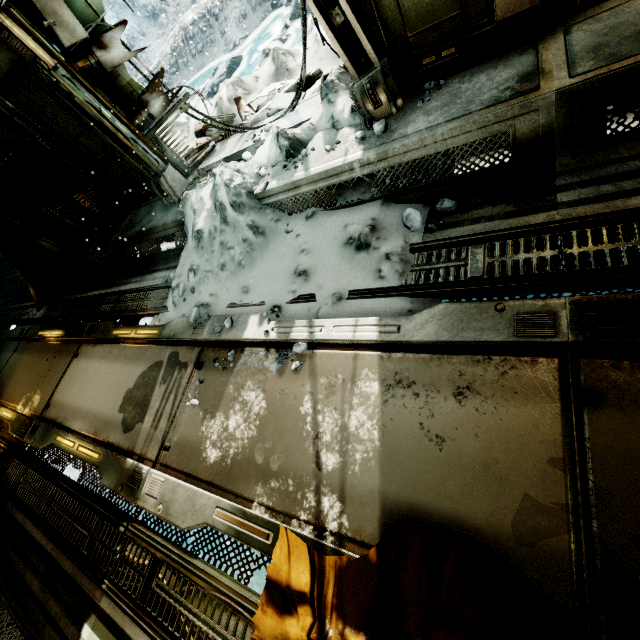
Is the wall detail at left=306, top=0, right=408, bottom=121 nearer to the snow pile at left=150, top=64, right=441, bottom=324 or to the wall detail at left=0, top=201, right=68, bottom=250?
the snow pile at left=150, top=64, right=441, bottom=324

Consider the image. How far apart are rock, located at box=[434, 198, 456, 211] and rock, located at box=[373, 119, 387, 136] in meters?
0.9

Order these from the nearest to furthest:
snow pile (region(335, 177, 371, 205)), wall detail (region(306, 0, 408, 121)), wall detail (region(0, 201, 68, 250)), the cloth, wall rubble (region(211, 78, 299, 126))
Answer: the cloth
wall detail (region(306, 0, 408, 121))
snow pile (region(335, 177, 371, 205))
wall rubble (region(211, 78, 299, 126))
wall detail (region(0, 201, 68, 250))

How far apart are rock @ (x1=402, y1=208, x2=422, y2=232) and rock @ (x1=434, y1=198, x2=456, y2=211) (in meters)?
0.18

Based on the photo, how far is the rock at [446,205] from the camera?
2.96m

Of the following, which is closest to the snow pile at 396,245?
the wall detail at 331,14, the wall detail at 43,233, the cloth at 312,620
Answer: the wall detail at 331,14

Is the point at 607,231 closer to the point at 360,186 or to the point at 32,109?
the point at 360,186

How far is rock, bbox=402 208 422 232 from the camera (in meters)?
3.04
